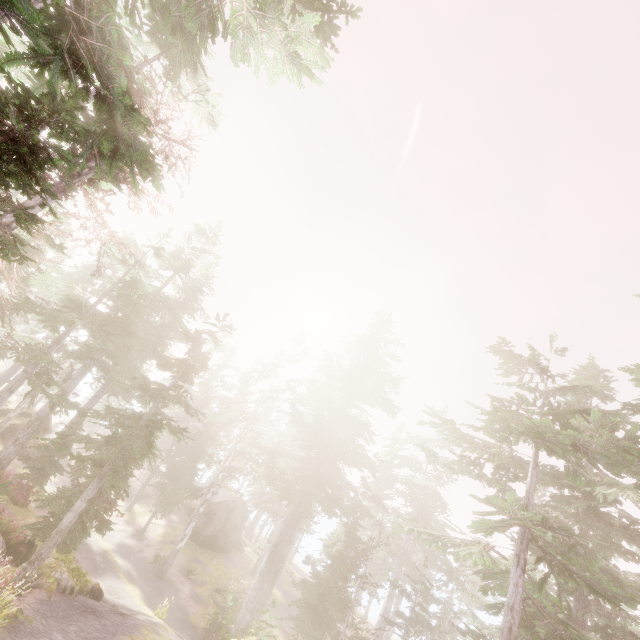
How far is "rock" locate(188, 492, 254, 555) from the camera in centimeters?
3089cm

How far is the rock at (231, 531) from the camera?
30.9 meters

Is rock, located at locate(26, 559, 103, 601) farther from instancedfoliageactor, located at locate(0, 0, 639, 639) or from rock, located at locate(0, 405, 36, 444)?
rock, located at locate(0, 405, 36, 444)

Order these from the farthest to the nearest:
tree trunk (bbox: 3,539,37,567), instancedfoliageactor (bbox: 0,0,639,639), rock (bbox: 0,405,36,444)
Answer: rock (bbox: 0,405,36,444)
tree trunk (bbox: 3,539,37,567)
instancedfoliageactor (bbox: 0,0,639,639)

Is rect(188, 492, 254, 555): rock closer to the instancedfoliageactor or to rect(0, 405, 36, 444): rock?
the instancedfoliageactor

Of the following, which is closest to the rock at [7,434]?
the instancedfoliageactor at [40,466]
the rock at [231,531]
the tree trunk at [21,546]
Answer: the instancedfoliageactor at [40,466]

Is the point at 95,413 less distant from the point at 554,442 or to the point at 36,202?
the point at 36,202

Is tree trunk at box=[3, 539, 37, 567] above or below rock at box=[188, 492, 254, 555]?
below
